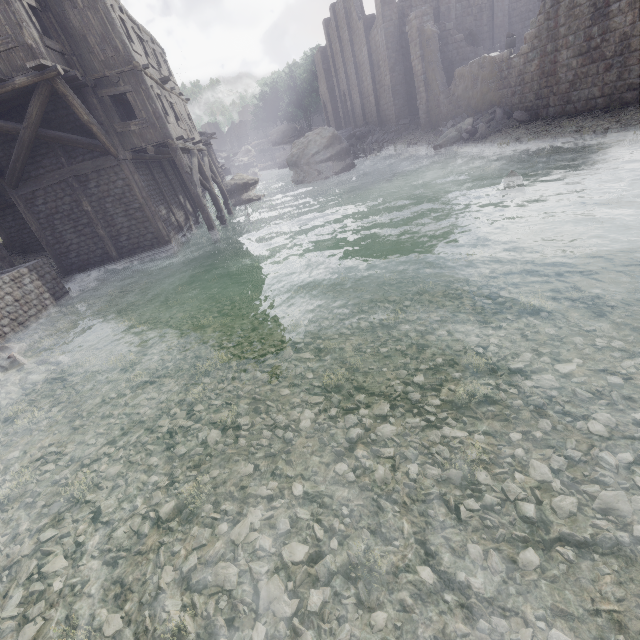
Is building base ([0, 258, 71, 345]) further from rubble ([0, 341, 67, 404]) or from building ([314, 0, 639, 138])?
building ([314, 0, 639, 138])

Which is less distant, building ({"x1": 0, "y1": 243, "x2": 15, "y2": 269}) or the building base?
the building base

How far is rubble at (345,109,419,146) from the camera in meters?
28.2

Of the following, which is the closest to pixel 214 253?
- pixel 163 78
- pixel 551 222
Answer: pixel 163 78

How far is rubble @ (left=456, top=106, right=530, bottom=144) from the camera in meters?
16.9

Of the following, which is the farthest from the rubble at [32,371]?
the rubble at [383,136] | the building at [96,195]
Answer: the rubble at [383,136]

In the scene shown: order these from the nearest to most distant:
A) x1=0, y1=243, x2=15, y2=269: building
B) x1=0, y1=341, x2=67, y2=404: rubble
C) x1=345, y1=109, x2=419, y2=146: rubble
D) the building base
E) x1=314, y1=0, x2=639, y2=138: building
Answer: x1=0, y1=341, x2=67, y2=404: rubble, the building base, x1=314, y1=0, x2=639, y2=138: building, x1=0, y1=243, x2=15, y2=269: building, x1=345, y1=109, x2=419, y2=146: rubble

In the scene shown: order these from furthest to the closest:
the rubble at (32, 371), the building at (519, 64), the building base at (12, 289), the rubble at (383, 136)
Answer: the rubble at (383, 136) → the building at (519, 64) → the building base at (12, 289) → the rubble at (32, 371)
